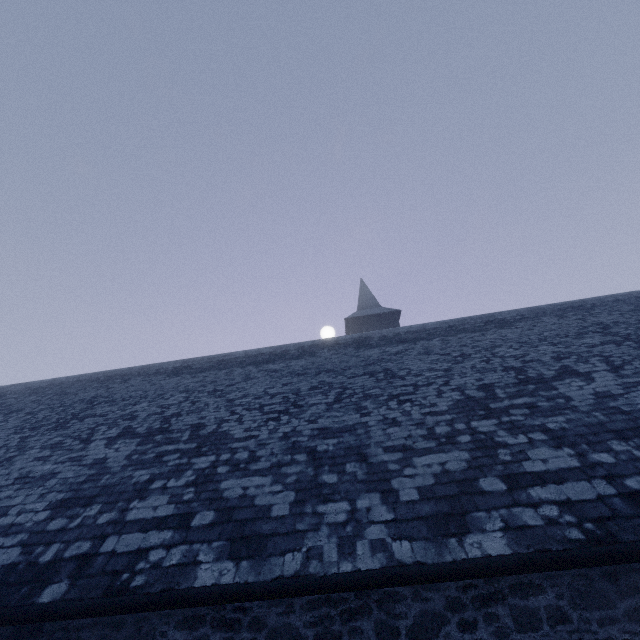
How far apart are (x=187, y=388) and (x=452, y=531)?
8.8m
